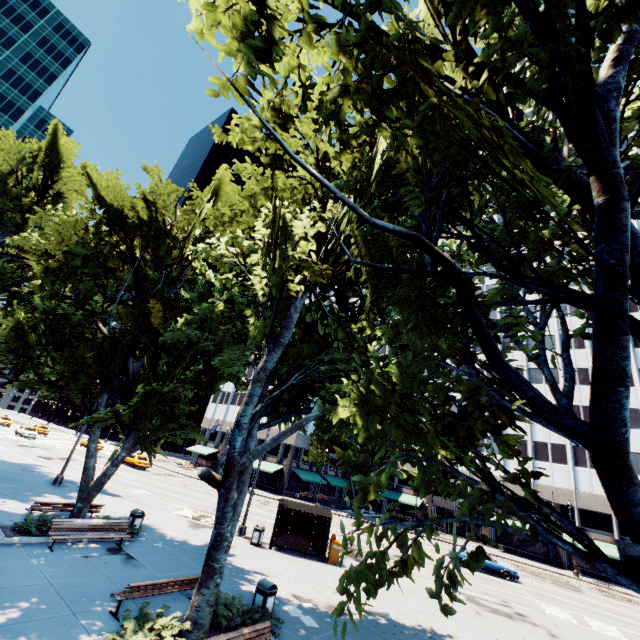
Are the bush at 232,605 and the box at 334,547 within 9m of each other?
no

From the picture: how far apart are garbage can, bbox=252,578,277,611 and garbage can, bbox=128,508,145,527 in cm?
848

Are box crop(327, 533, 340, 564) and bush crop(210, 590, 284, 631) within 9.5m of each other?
no

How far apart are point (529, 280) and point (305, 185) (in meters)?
7.01

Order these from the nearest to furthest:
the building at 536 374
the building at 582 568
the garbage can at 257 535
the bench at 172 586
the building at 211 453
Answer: the bench at 172 586, the garbage can at 257 535, the building at 582 568, the building at 536 374, the building at 211 453

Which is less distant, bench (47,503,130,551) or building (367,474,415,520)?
bench (47,503,130,551)

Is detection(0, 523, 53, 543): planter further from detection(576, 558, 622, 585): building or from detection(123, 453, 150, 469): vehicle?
detection(576, 558, 622, 585): building

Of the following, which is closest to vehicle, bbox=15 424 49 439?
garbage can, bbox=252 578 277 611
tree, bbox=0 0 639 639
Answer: tree, bbox=0 0 639 639
